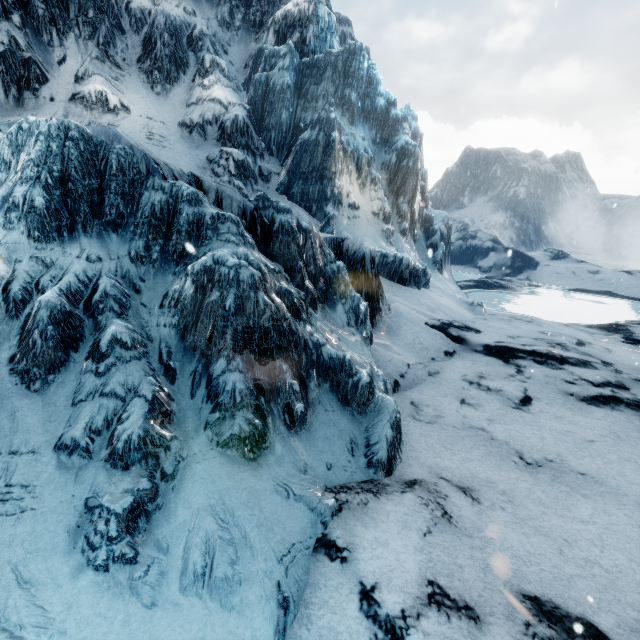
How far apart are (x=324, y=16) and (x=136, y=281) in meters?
25.0 m
